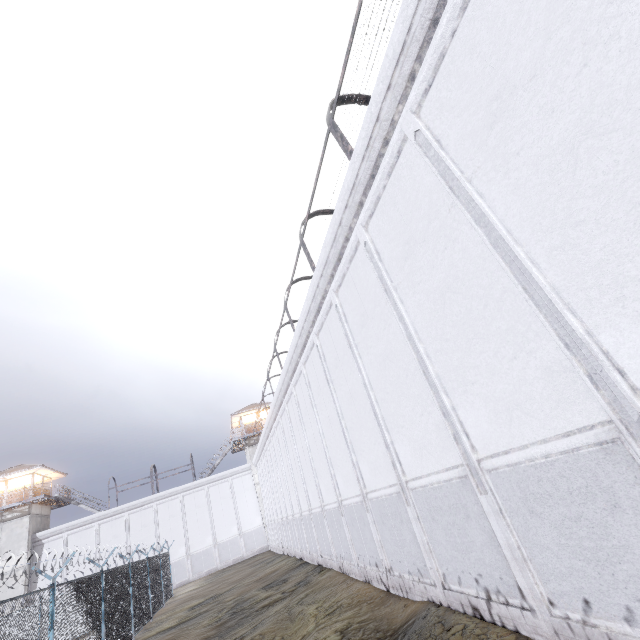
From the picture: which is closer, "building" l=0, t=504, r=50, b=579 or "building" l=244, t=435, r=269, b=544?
"building" l=0, t=504, r=50, b=579

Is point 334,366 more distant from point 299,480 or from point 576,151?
point 299,480

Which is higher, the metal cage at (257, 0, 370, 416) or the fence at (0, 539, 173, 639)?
the metal cage at (257, 0, 370, 416)

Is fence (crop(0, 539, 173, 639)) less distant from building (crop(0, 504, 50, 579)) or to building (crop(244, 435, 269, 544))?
building (crop(0, 504, 50, 579))

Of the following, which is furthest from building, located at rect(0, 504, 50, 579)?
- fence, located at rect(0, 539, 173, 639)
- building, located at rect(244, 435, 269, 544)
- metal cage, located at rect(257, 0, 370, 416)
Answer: metal cage, located at rect(257, 0, 370, 416)

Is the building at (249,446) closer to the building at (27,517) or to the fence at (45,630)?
the fence at (45,630)

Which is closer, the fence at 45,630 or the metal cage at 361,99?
the metal cage at 361,99

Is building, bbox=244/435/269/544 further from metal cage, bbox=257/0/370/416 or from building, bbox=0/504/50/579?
metal cage, bbox=257/0/370/416
